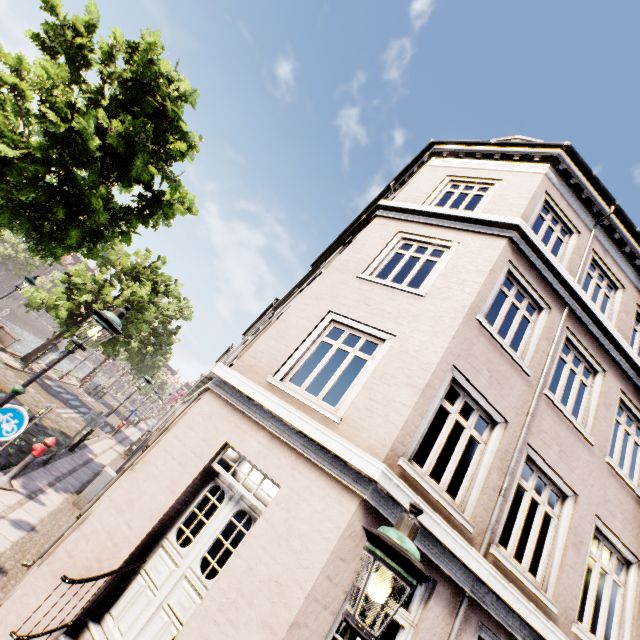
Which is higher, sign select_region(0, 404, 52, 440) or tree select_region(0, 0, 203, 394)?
tree select_region(0, 0, 203, 394)

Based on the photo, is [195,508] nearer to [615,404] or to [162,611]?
[162,611]

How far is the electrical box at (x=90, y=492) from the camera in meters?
8.9

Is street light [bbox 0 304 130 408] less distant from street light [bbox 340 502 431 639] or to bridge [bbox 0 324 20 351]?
street light [bbox 340 502 431 639]

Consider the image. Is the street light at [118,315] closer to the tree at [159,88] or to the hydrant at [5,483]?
the hydrant at [5,483]

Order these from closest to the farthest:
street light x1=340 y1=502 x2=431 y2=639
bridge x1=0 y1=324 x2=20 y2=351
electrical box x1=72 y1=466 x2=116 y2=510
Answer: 1. street light x1=340 y1=502 x2=431 y2=639
2. electrical box x1=72 y1=466 x2=116 y2=510
3. bridge x1=0 y1=324 x2=20 y2=351

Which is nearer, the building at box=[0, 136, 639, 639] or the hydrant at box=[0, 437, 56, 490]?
the building at box=[0, 136, 639, 639]

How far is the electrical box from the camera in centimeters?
892cm
